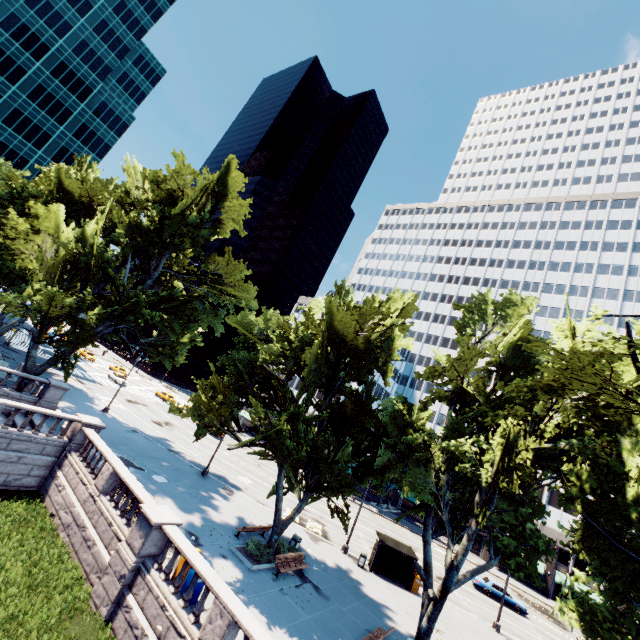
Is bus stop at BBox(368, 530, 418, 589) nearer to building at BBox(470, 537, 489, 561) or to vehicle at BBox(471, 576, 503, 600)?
vehicle at BBox(471, 576, 503, 600)

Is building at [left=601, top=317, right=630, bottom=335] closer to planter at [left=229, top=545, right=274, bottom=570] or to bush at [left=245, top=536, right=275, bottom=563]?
planter at [left=229, top=545, right=274, bottom=570]

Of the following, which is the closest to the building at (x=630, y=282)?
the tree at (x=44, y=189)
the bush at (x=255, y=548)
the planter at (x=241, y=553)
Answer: the tree at (x=44, y=189)

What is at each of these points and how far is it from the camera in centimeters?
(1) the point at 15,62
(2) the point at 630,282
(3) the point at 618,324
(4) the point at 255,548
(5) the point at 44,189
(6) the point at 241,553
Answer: (1) building, 5756cm
(2) building, 5941cm
(3) building, 5728cm
(4) bush, 1881cm
(5) tree, 3597cm
(6) planter, 1805cm

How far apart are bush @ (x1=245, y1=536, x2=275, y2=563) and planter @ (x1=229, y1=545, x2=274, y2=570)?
0.2 meters

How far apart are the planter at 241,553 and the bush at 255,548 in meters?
0.2

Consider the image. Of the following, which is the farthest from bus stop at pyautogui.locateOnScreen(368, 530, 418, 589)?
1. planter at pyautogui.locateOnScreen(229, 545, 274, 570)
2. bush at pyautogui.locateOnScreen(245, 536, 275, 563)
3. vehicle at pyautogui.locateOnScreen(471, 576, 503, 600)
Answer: vehicle at pyautogui.locateOnScreen(471, 576, 503, 600)

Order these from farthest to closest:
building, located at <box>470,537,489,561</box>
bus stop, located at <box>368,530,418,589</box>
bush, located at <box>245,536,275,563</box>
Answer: building, located at <box>470,537,489,561</box> < bus stop, located at <box>368,530,418,589</box> < bush, located at <box>245,536,275,563</box>
